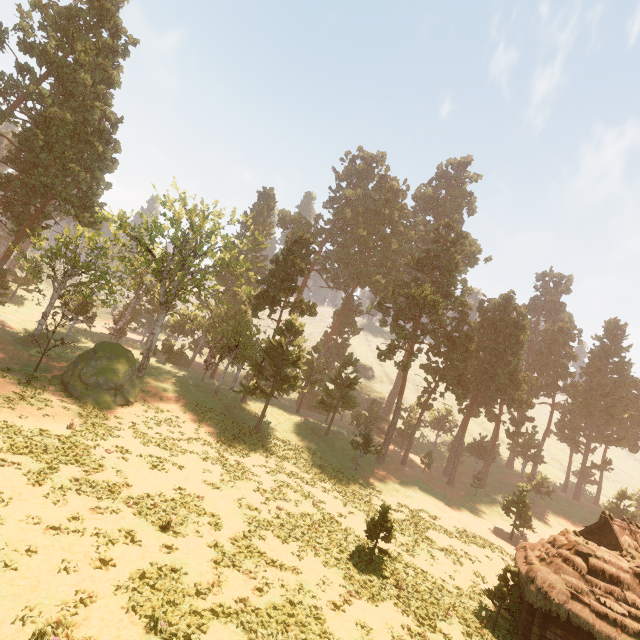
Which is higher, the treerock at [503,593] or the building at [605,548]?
the building at [605,548]

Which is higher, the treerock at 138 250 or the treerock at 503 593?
the treerock at 138 250

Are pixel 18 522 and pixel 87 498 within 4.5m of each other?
yes

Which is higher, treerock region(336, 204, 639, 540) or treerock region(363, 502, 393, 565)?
treerock region(336, 204, 639, 540)

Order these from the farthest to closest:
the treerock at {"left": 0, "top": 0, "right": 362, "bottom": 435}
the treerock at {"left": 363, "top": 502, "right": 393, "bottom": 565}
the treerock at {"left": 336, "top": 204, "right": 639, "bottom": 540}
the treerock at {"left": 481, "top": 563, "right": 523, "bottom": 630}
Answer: the treerock at {"left": 336, "top": 204, "right": 639, "bottom": 540}, the treerock at {"left": 0, "top": 0, "right": 362, "bottom": 435}, the treerock at {"left": 363, "top": 502, "right": 393, "bottom": 565}, the treerock at {"left": 481, "top": 563, "right": 523, "bottom": 630}

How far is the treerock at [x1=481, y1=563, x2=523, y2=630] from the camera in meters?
18.0 m

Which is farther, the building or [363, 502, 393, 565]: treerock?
[363, 502, 393, 565]: treerock
